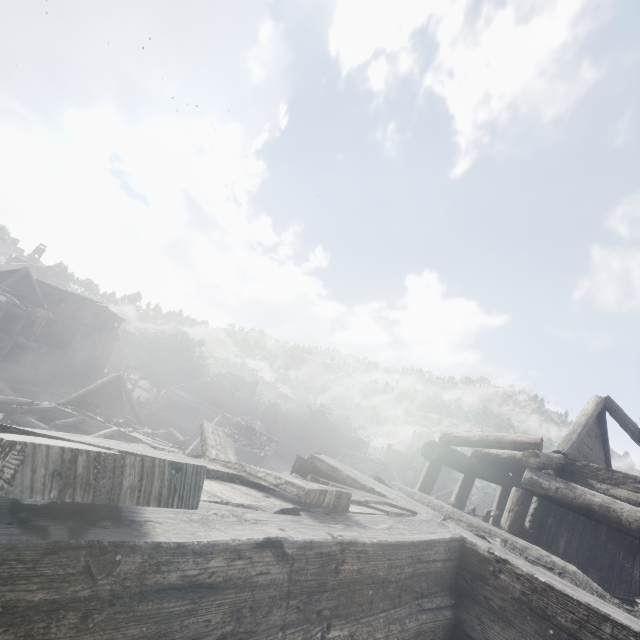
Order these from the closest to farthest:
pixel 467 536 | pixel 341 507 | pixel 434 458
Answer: pixel 341 507
pixel 467 536
pixel 434 458

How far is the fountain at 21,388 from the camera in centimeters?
2752cm

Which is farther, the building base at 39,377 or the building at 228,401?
the building base at 39,377

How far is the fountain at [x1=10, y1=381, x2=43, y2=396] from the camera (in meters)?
27.52

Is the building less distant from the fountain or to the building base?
the building base

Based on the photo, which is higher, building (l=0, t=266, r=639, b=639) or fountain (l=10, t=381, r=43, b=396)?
building (l=0, t=266, r=639, b=639)

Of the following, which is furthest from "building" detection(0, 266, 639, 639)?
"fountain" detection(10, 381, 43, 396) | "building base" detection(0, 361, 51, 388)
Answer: "fountain" detection(10, 381, 43, 396)
